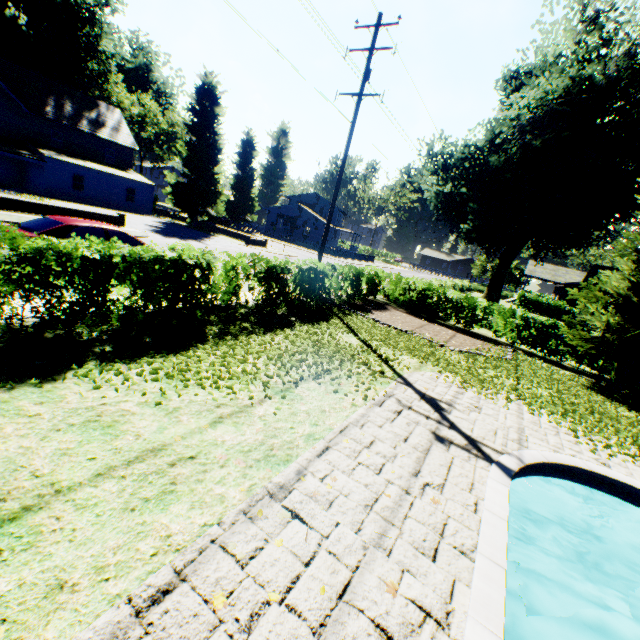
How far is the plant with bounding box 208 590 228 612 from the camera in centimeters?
258cm

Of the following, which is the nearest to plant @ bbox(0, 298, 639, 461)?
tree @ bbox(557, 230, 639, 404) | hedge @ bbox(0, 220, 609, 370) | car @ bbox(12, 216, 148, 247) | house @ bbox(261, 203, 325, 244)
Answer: house @ bbox(261, 203, 325, 244)

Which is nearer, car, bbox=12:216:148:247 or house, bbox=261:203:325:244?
car, bbox=12:216:148:247

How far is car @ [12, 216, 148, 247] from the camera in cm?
830

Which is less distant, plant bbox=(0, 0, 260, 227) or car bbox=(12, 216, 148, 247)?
car bbox=(12, 216, 148, 247)

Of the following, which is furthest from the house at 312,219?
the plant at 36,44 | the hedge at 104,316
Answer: the hedge at 104,316

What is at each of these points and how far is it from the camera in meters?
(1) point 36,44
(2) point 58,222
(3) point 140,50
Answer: (1) plant, 34.4
(2) car, 8.7
(3) plant, 59.9

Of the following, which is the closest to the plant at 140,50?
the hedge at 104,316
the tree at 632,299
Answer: the tree at 632,299
